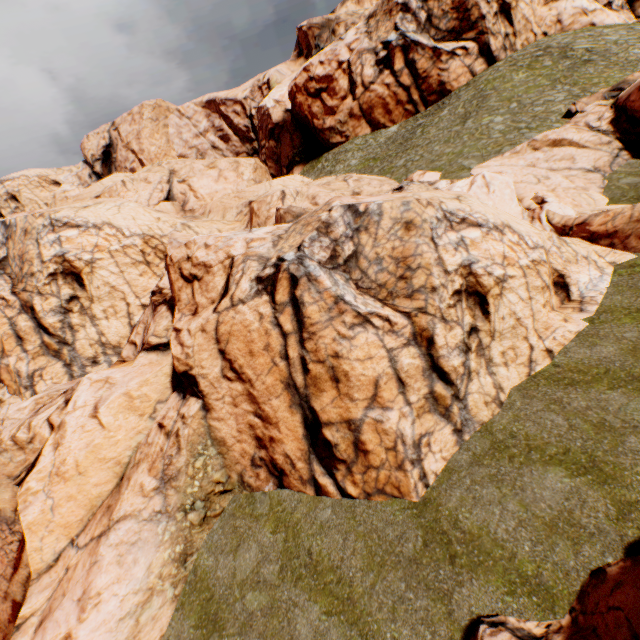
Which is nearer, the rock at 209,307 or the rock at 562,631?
the rock at 562,631

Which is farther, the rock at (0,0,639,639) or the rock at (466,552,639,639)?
the rock at (0,0,639,639)

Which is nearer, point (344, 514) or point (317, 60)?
point (344, 514)
